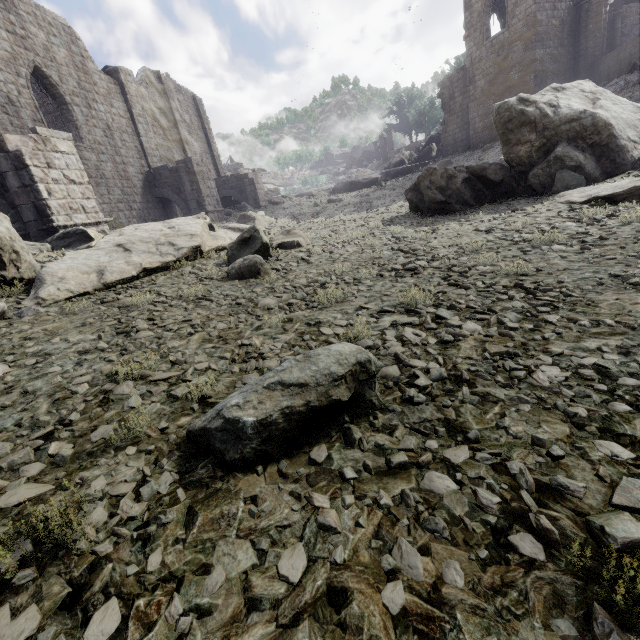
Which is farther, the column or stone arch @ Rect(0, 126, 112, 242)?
the column

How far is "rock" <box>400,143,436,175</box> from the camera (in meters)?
34.31

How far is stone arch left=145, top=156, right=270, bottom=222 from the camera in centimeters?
1900cm

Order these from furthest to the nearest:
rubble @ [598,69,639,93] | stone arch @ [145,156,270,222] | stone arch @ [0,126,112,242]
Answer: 1. stone arch @ [145,156,270,222]
2. rubble @ [598,69,639,93]
3. stone arch @ [0,126,112,242]

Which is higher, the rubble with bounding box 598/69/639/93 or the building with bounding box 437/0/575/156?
the building with bounding box 437/0/575/156

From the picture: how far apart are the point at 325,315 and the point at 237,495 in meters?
2.7 m

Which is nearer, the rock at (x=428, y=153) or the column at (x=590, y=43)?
the column at (x=590, y=43)

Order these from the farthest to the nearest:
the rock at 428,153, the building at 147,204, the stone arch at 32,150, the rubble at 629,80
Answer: the rock at 428,153 < the rubble at 629,80 < the building at 147,204 < the stone arch at 32,150
